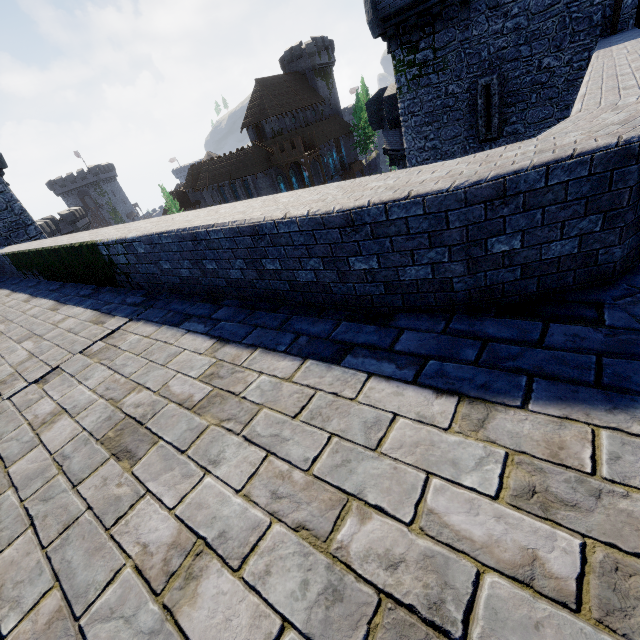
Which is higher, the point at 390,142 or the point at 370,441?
the point at 370,441

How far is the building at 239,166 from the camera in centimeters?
4538cm

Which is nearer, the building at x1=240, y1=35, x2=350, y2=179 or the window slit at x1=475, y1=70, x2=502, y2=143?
the window slit at x1=475, y1=70, x2=502, y2=143

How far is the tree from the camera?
56.1 meters

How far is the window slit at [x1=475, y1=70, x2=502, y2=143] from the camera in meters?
13.3 m

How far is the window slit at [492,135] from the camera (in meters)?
13.29

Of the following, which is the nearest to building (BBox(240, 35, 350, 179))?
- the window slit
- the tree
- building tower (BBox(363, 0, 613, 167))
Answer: the tree
